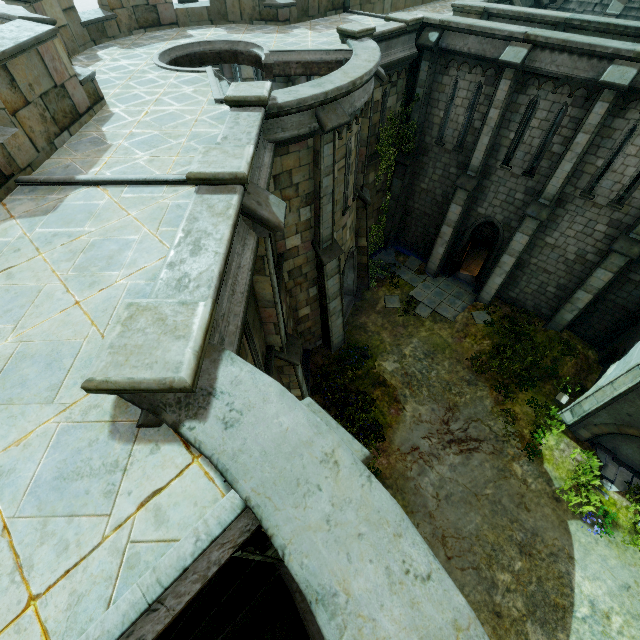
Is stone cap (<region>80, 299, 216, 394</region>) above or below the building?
above

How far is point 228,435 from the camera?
2.62m

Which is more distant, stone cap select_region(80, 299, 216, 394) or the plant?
the plant

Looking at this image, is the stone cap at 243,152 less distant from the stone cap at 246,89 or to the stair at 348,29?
the stone cap at 246,89

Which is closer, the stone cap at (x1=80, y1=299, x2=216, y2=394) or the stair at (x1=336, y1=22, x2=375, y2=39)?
the stone cap at (x1=80, y1=299, x2=216, y2=394)

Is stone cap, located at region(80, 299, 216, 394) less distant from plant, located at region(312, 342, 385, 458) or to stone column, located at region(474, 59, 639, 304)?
plant, located at region(312, 342, 385, 458)

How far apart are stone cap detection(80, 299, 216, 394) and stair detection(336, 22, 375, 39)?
11.7 meters

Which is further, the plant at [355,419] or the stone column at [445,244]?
the plant at [355,419]
